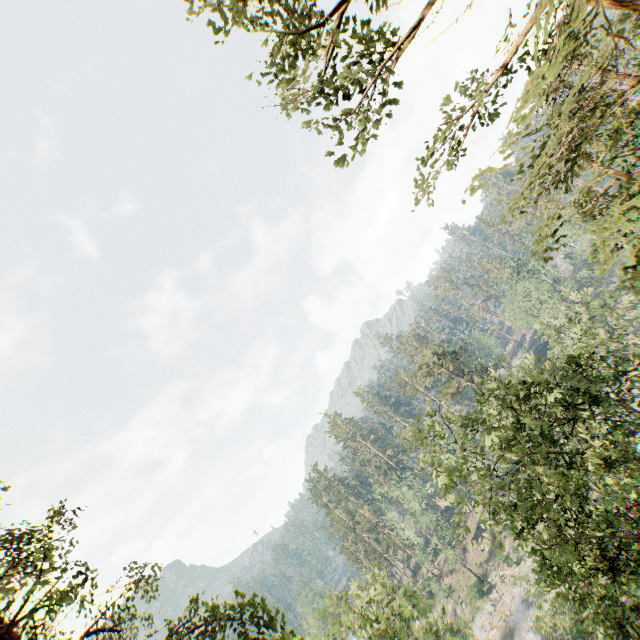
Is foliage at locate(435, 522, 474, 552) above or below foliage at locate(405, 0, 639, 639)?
below

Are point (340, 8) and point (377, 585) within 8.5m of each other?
no

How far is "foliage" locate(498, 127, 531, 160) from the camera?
4.52m

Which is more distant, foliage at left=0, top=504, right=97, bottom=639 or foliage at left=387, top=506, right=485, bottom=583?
foliage at left=387, top=506, right=485, bottom=583

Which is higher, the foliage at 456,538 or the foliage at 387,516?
the foliage at 387,516

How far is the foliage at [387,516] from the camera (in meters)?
54.22
